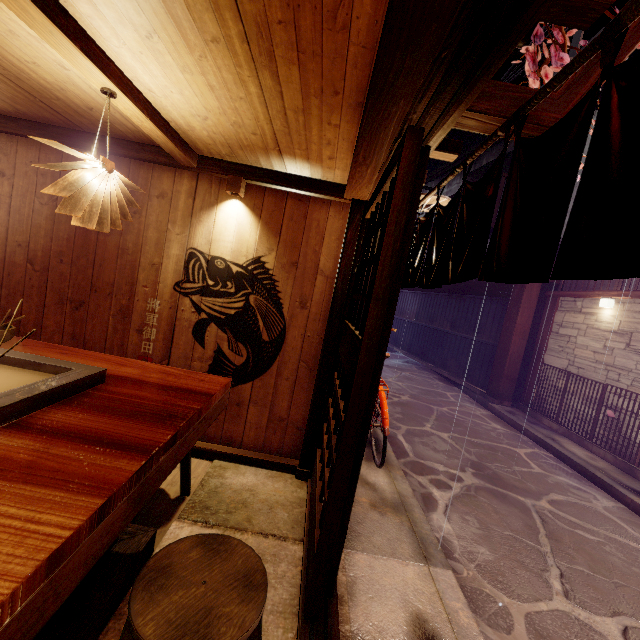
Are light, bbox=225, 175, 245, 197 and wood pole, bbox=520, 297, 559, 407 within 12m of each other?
no

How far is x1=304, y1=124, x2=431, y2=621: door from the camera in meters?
3.0

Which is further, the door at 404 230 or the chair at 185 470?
the chair at 185 470

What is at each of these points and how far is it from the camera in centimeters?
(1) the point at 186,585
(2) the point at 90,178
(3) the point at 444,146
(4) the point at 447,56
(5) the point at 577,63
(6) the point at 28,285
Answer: (1) chair, 217cm
(2) light, 330cm
(3) stick, 447cm
(4) door frame, 209cm
(5) wood, 174cm
(6) building, 589cm

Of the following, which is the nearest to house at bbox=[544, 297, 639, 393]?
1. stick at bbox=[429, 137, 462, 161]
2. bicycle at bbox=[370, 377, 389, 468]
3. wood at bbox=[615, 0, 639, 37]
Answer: bicycle at bbox=[370, 377, 389, 468]

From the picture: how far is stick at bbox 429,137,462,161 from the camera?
4.5m

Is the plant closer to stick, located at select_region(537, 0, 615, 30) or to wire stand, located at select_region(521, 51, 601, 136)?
→ wire stand, located at select_region(521, 51, 601, 136)

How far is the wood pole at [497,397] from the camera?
14.30m
